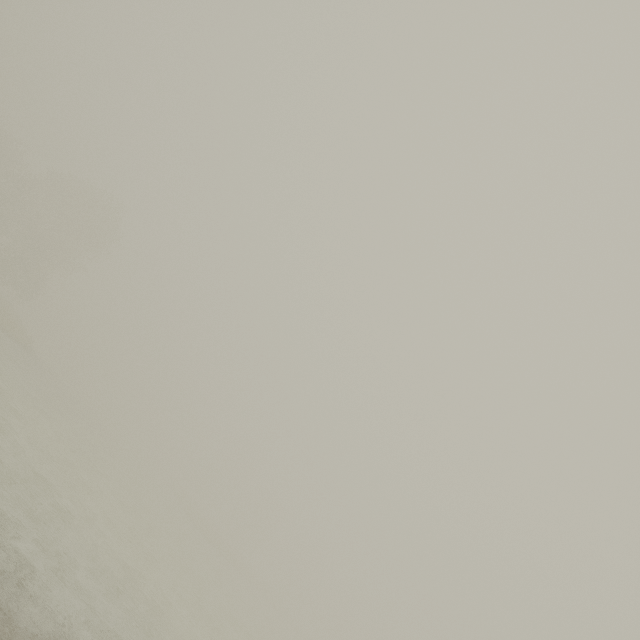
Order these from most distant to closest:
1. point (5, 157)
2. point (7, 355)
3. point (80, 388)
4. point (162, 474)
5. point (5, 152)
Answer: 1. point (162, 474)
2. point (80, 388)
3. point (5, 157)
4. point (5, 152)
5. point (7, 355)
